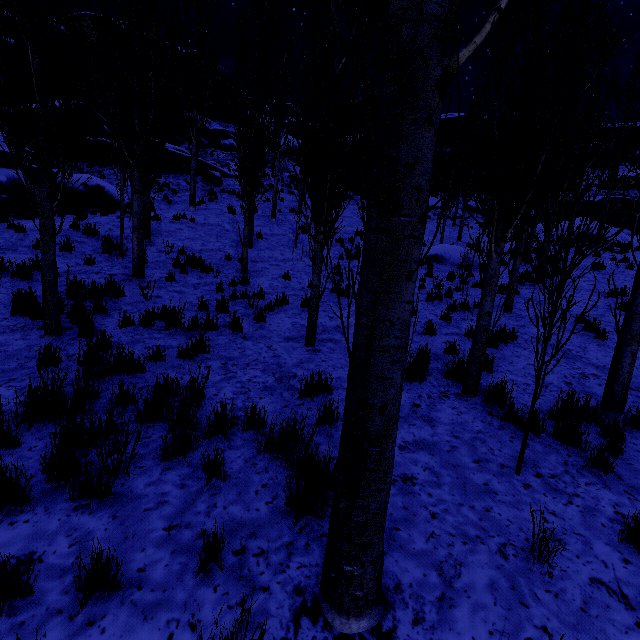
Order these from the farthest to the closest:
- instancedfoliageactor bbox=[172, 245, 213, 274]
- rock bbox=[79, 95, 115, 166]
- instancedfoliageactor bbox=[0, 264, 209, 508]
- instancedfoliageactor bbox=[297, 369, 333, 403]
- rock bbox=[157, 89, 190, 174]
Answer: rock bbox=[157, 89, 190, 174] < rock bbox=[79, 95, 115, 166] < instancedfoliageactor bbox=[172, 245, 213, 274] < instancedfoliageactor bbox=[297, 369, 333, 403] < instancedfoliageactor bbox=[0, 264, 209, 508]

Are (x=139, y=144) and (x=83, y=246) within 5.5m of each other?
yes

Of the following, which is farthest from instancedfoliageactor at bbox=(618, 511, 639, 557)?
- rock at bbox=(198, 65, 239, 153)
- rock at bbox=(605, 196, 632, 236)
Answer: rock at bbox=(605, 196, 632, 236)

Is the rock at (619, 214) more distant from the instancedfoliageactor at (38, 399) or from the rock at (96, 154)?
the rock at (96, 154)

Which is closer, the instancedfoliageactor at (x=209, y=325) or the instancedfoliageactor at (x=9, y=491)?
the instancedfoliageactor at (x=9, y=491)

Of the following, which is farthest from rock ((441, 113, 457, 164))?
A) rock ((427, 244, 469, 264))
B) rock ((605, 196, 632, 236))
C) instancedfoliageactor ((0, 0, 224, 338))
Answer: rock ((427, 244, 469, 264))

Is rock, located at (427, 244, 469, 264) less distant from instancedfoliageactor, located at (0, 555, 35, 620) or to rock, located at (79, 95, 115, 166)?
instancedfoliageactor, located at (0, 555, 35, 620)
